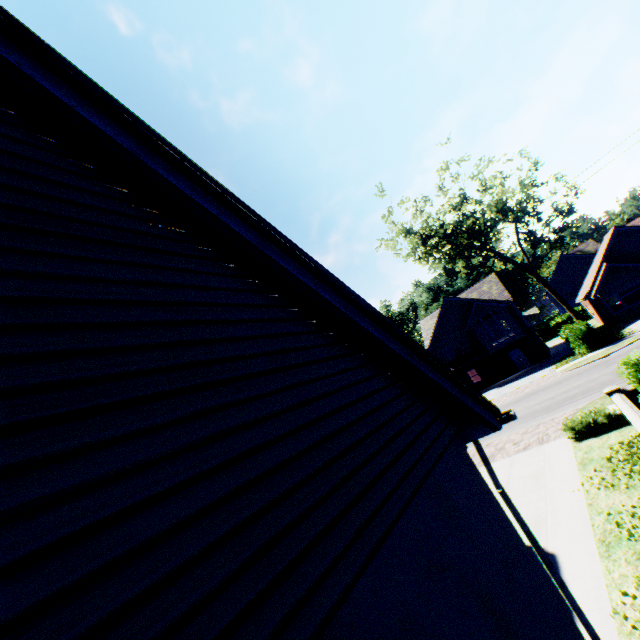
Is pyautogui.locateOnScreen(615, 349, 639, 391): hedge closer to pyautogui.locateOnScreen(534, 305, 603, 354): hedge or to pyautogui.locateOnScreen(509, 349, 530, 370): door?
pyautogui.locateOnScreen(534, 305, 603, 354): hedge

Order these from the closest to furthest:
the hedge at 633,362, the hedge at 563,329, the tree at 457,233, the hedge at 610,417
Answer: the hedge at 633,362, the hedge at 610,417, the hedge at 563,329, the tree at 457,233

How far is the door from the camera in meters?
34.6

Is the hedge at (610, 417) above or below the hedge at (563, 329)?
below

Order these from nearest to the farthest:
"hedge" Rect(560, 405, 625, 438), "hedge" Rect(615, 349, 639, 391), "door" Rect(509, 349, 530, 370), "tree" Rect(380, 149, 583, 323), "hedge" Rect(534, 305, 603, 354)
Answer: "hedge" Rect(615, 349, 639, 391) → "hedge" Rect(560, 405, 625, 438) → "hedge" Rect(534, 305, 603, 354) → "tree" Rect(380, 149, 583, 323) → "door" Rect(509, 349, 530, 370)

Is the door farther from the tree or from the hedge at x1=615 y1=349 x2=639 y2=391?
the hedge at x1=615 y1=349 x2=639 y2=391

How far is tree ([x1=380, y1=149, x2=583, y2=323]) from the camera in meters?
24.5

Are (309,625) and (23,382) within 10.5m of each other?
yes
